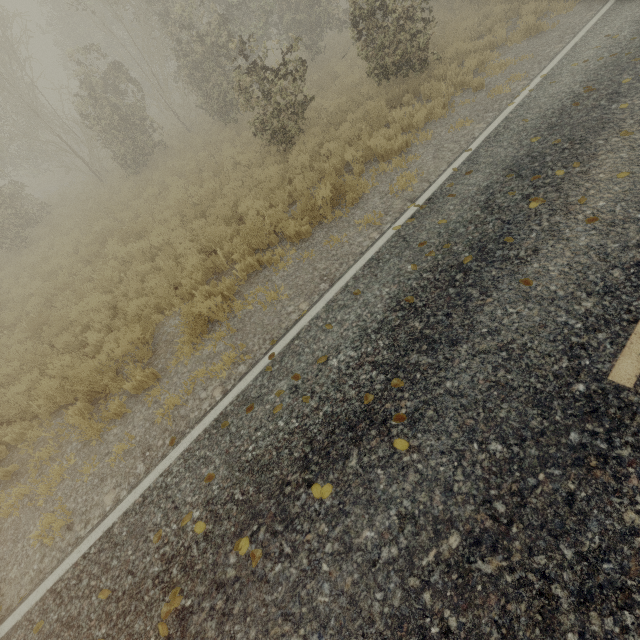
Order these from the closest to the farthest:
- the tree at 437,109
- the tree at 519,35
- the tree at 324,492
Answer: the tree at 324,492 < the tree at 437,109 < the tree at 519,35

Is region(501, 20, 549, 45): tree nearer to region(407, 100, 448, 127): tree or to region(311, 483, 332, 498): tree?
region(407, 100, 448, 127): tree

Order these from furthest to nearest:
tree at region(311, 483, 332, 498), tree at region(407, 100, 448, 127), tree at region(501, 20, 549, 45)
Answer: tree at region(501, 20, 549, 45) → tree at region(407, 100, 448, 127) → tree at region(311, 483, 332, 498)

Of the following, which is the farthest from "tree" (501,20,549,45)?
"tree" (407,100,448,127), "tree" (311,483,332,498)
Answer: "tree" (311,483,332,498)

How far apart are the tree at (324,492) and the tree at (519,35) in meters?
13.4

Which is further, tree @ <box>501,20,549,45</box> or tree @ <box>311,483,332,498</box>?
tree @ <box>501,20,549,45</box>

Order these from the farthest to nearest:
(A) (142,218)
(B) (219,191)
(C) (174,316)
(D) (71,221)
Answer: (D) (71,221) < (A) (142,218) < (B) (219,191) < (C) (174,316)

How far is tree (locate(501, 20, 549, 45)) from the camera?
9.4m
